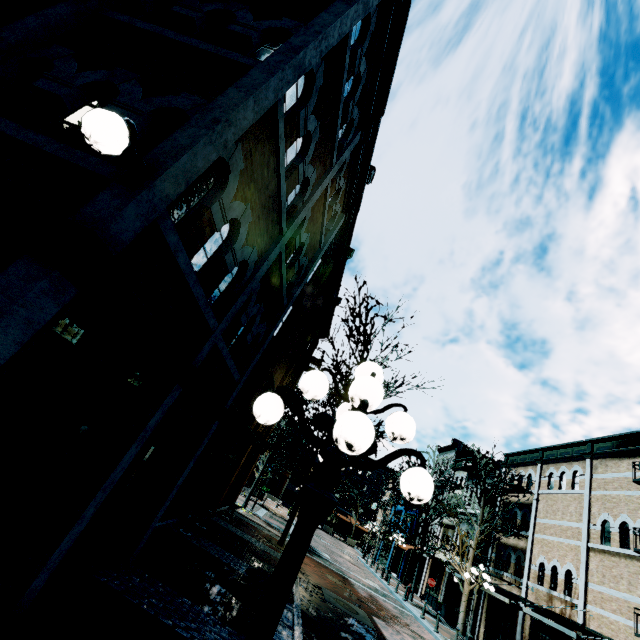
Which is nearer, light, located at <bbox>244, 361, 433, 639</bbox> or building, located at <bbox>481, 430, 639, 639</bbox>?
light, located at <bbox>244, 361, 433, 639</bbox>

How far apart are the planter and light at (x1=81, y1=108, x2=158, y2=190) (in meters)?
30.50

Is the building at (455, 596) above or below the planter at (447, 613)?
above

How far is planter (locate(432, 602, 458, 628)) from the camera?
21.21m

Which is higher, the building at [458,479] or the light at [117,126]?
the building at [458,479]

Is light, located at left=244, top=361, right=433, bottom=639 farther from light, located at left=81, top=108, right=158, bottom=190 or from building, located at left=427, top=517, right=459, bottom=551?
building, located at left=427, top=517, right=459, bottom=551

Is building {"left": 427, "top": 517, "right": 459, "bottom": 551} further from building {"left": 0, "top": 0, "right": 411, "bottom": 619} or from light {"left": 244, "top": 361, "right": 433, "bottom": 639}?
building {"left": 0, "top": 0, "right": 411, "bottom": 619}

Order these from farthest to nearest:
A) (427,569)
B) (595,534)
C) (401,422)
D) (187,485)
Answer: (427,569) → (595,534) → (187,485) → (401,422)
